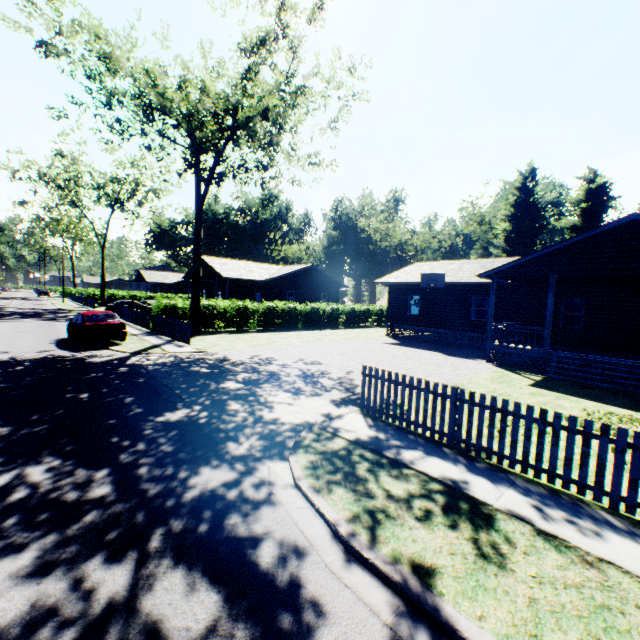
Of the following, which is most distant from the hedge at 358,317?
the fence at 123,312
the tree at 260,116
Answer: the tree at 260,116

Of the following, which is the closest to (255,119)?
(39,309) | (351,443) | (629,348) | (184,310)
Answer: (184,310)

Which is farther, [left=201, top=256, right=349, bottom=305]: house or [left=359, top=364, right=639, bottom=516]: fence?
[left=201, top=256, right=349, bottom=305]: house

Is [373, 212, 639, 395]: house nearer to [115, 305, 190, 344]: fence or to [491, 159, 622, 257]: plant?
[115, 305, 190, 344]: fence

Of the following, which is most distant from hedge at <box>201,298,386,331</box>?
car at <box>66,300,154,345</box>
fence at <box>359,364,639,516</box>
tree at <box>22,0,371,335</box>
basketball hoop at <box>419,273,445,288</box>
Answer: fence at <box>359,364,639,516</box>

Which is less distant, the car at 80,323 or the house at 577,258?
the house at 577,258

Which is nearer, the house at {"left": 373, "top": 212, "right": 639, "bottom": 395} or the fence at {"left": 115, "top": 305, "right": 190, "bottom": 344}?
the house at {"left": 373, "top": 212, "right": 639, "bottom": 395}

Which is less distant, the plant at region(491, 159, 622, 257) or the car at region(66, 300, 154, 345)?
the car at region(66, 300, 154, 345)
